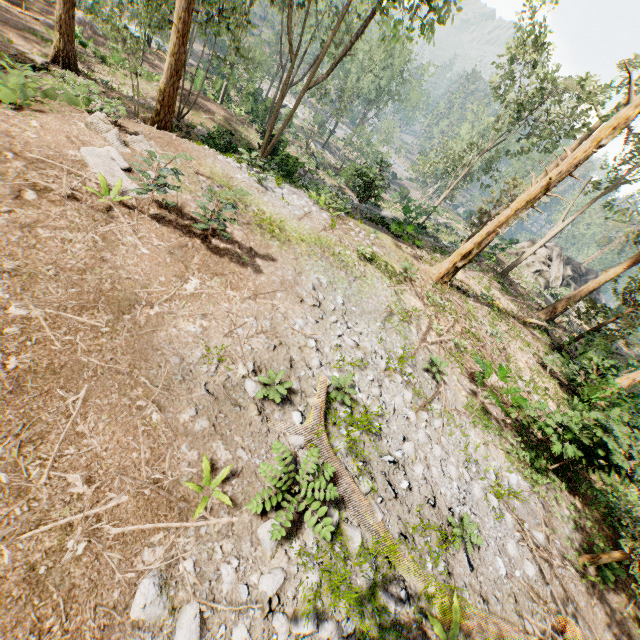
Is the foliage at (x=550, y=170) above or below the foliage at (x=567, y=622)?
above

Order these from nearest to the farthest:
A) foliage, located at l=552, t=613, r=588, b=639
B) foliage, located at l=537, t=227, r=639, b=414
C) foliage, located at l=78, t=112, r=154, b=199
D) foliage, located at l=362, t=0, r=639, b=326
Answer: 1. foliage, located at l=552, t=613, r=588, b=639
2. foliage, located at l=78, t=112, r=154, b=199
3. foliage, located at l=362, t=0, r=639, b=326
4. foliage, located at l=537, t=227, r=639, b=414

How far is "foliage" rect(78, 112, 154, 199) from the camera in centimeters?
789cm

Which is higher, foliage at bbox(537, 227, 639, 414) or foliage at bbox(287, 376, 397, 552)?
foliage at bbox(537, 227, 639, 414)

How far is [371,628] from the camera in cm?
482

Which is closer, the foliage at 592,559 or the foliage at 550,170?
the foliage at 592,559
